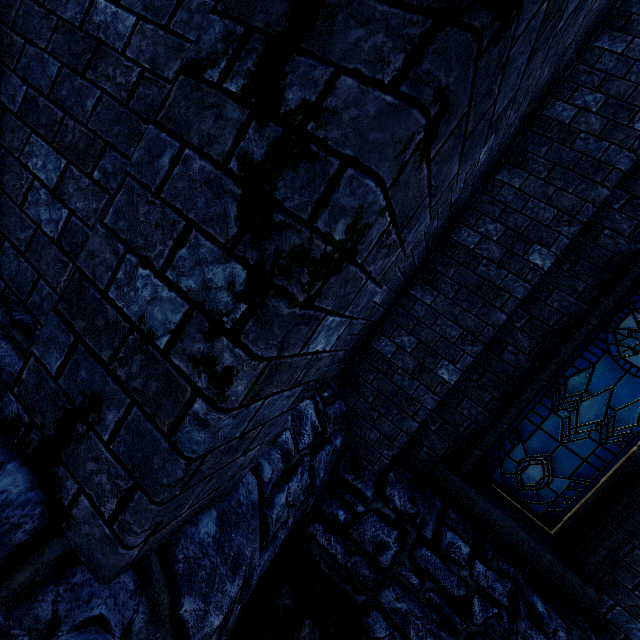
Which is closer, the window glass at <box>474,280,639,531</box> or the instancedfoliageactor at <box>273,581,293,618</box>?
the instancedfoliageactor at <box>273,581,293,618</box>

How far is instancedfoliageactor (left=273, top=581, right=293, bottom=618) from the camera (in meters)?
2.74

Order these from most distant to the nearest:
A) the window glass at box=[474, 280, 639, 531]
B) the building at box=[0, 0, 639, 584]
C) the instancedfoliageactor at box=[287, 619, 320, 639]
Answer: the window glass at box=[474, 280, 639, 531] → the instancedfoliageactor at box=[287, 619, 320, 639] → the building at box=[0, 0, 639, 584]

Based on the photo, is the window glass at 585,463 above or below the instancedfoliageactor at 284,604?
above

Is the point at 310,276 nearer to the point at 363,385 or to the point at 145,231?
the point at 145,231

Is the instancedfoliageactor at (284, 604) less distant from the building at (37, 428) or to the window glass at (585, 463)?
the building at (37, 428)

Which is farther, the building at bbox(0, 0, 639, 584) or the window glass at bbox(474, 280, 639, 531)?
the window glass at bbox(474, 280, 639, 531)

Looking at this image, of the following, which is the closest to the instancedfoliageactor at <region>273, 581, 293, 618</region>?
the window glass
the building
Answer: the building
